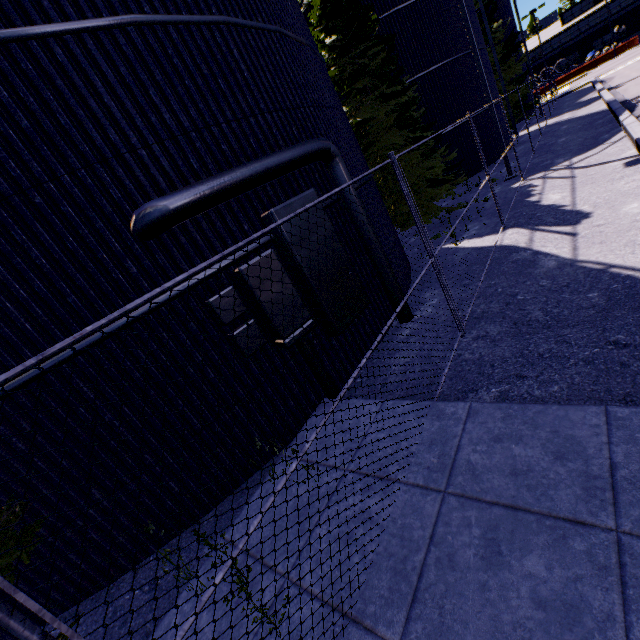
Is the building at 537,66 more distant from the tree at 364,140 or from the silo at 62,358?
the tree at 364,140

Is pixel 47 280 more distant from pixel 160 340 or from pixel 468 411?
pixel 468 411

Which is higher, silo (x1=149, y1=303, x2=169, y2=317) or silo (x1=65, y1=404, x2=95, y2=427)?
silo (x1=149, y1=303, x2=169, y2=317)

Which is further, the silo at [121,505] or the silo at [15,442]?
the silo at [121,505]

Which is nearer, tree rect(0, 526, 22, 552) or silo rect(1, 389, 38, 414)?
tree rect(0, 526, 22, 552)

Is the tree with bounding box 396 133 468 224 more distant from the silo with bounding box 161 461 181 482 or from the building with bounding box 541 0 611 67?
the building with bounding box 541 0 611 67

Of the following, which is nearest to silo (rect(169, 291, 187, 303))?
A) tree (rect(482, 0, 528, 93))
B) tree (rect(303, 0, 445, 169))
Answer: tree (rect(482, 0, 528, 93))
